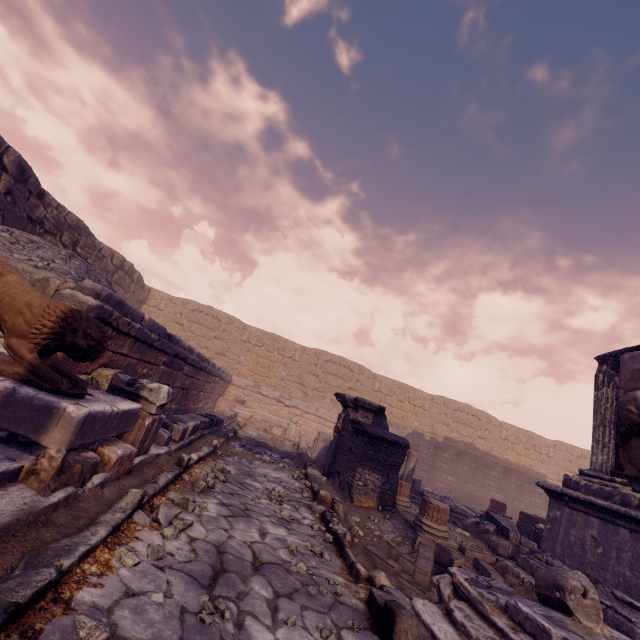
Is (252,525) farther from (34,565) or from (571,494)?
(571,494)

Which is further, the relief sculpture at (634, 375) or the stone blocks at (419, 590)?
the relief sculpture at (634, 375)

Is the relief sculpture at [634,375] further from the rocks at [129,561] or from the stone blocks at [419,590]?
the rocks at [129,561]

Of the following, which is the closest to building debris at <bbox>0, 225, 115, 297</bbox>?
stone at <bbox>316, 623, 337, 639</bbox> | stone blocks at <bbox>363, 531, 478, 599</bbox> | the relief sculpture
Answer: stone at <bbox>316, 623, 337, 639</bbox>

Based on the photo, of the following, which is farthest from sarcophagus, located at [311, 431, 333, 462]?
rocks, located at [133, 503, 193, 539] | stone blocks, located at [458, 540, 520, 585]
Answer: rocks, located at [133, 503, 193, 539]

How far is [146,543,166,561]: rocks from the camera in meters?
2.4

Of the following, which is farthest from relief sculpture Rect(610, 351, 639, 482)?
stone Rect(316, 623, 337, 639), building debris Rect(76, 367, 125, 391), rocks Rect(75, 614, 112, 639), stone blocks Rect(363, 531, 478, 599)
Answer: building debris Rect(76, 367, 125, 391)

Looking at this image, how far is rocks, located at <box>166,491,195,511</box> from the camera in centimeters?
354cm
